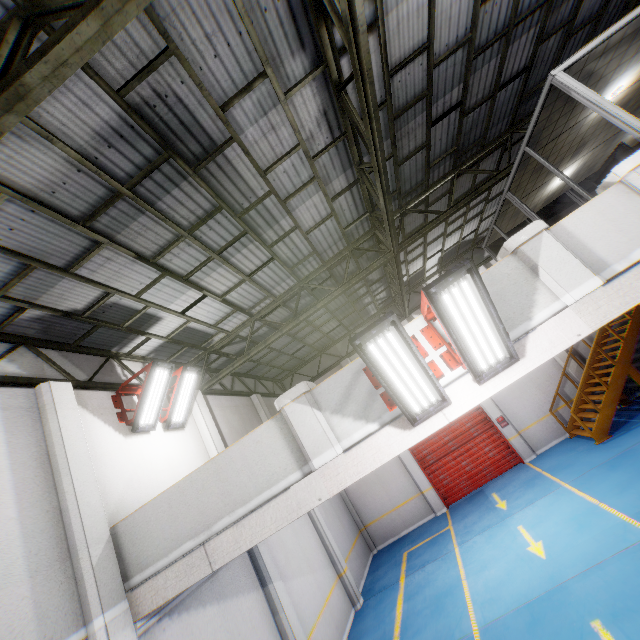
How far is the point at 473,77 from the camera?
7.00m

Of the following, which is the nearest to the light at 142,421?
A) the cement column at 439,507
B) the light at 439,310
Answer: the light at 439,310

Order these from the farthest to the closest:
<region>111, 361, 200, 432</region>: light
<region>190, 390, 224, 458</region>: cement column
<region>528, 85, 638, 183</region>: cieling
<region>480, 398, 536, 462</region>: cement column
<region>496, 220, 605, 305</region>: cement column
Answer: <region>480, 398, 536, 462</region>: cement column, <region>190, 390, 224, 458</region>: cement column, <region>111, 361, 200, 432</region>: light, <region>528, 85, 638, 183</region>: cieling, <region>496, 220, 605, 305</region>: cement column

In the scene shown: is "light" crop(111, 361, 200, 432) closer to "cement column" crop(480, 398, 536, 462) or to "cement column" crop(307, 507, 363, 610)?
"cement column" crop(307, 507, 363, 610)

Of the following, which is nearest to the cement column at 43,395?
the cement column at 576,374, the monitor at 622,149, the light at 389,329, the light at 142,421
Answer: the light at 142,421

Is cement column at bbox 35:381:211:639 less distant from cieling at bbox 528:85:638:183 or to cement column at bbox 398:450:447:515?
cement column at bbox 398:450:447:515

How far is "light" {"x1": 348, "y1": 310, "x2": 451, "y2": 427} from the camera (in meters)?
3.63

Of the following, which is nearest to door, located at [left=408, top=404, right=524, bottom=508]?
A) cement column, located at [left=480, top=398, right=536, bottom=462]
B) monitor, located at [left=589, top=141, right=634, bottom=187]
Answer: cement column, located at [left=480, top=398, right=536, bottom=462]
